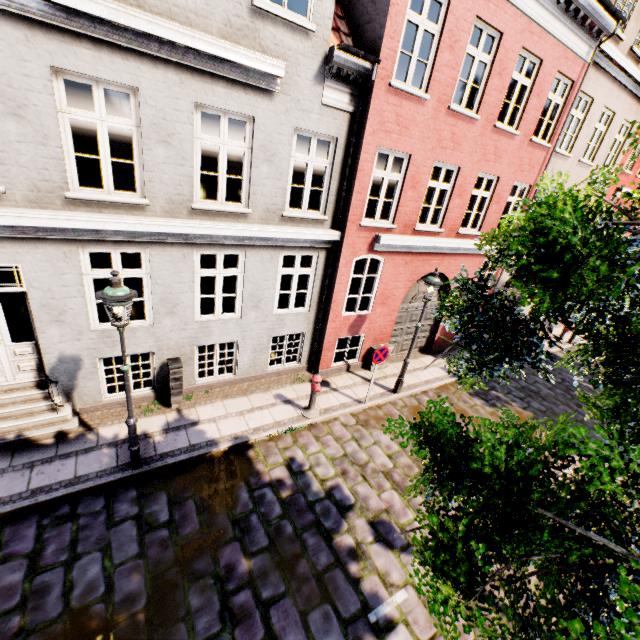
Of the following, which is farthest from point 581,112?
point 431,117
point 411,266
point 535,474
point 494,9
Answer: point 535,474

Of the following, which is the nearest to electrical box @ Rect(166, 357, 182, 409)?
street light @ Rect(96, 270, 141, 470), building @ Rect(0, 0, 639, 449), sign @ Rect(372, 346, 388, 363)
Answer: building @ Rect(0, 0, 639, 449)

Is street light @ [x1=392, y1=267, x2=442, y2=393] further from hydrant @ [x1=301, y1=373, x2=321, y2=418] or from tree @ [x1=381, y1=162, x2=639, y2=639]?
tree @ [x1=381, y1=162, x2=639, y2=639]

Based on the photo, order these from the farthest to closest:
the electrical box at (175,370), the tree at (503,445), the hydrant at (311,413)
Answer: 1. the hydrant at (311,413)
2. the electrical box at (175,370)
3. the tree at (503,445)

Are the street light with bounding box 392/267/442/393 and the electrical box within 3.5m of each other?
Answer: no

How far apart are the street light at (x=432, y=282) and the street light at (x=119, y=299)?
6.51m

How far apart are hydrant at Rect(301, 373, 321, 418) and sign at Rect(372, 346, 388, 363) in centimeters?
140cm

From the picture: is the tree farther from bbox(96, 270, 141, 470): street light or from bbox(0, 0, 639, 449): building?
bbox(0, 0, 639, 449): building
